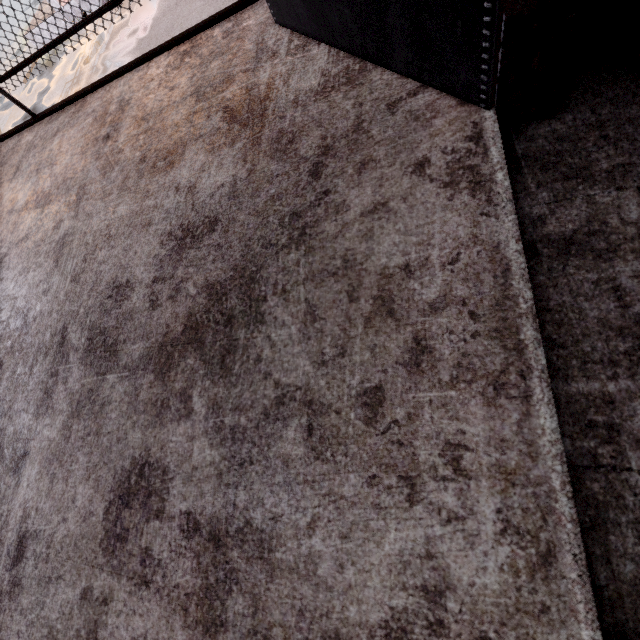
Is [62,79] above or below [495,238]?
below
